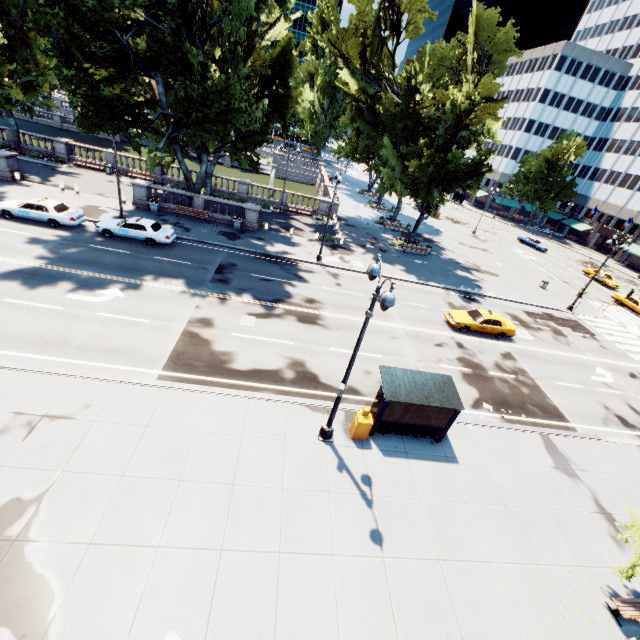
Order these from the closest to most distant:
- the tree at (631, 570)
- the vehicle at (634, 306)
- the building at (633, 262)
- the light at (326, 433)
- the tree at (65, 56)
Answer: the light at (326, 433)
the tree at (631, 570)
the tree at (65, 56)
the vehicle at (634, 306)
the building at (633, 262)

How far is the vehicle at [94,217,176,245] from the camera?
23.2 meters

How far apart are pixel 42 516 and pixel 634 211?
87.7 meters

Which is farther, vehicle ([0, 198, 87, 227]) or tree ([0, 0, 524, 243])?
vehicle ([0, 198, 87, 227])

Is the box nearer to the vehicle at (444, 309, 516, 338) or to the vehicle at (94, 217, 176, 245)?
the vehicle at (444, 309, 516, 338)

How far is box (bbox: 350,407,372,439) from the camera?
12.7m

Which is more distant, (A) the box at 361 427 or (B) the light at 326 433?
(A) the box at 361 427

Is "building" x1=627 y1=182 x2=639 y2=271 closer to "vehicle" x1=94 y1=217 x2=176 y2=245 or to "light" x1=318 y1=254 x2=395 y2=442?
"light" x1=318 y1=254 x2=395 y2=442
